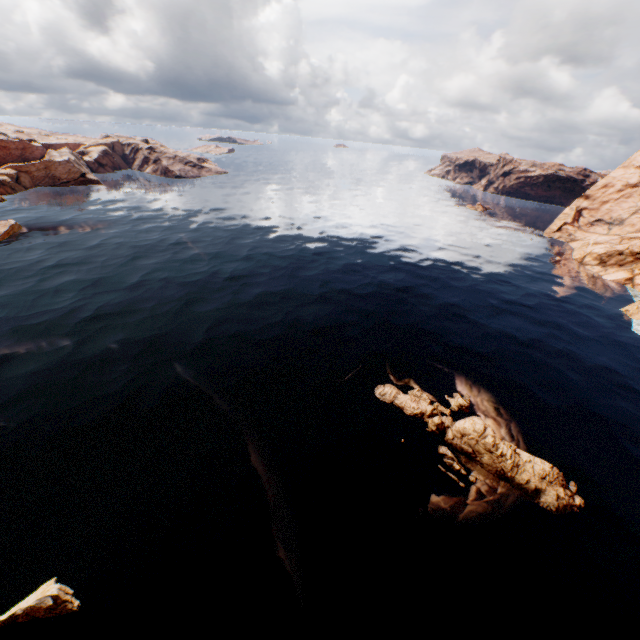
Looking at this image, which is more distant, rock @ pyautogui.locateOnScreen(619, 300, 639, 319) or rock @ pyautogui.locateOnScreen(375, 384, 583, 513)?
rock @ pyautogui.locateOnScreen(619, 300, 639, 319)

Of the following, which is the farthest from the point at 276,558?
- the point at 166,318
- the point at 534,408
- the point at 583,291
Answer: the point at 583,291

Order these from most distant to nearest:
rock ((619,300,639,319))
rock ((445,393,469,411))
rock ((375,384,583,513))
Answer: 1. rock ((619,300,639,319))
2. rock ((445,393,469,411))
3. rock ((375,384,583,513))

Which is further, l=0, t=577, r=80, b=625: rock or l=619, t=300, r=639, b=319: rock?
l=619, t=300, r=639, b=319: rock

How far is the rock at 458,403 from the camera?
31.6 meters

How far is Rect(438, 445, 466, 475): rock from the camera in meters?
25.8
